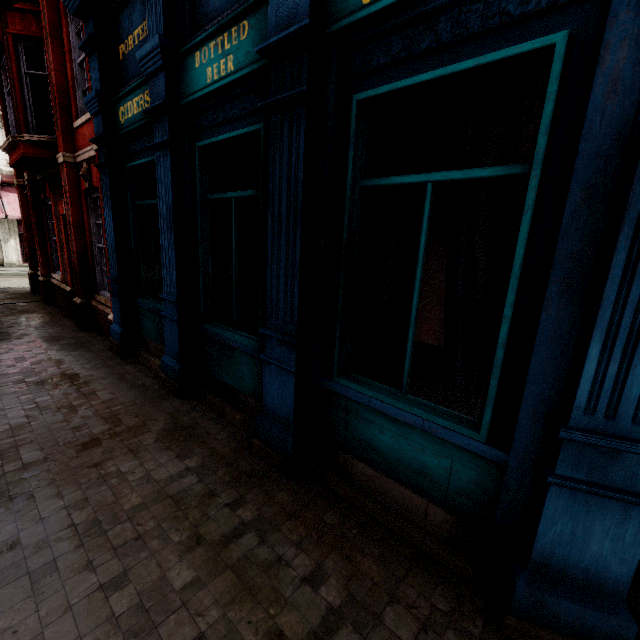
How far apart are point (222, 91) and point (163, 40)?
1.1m
